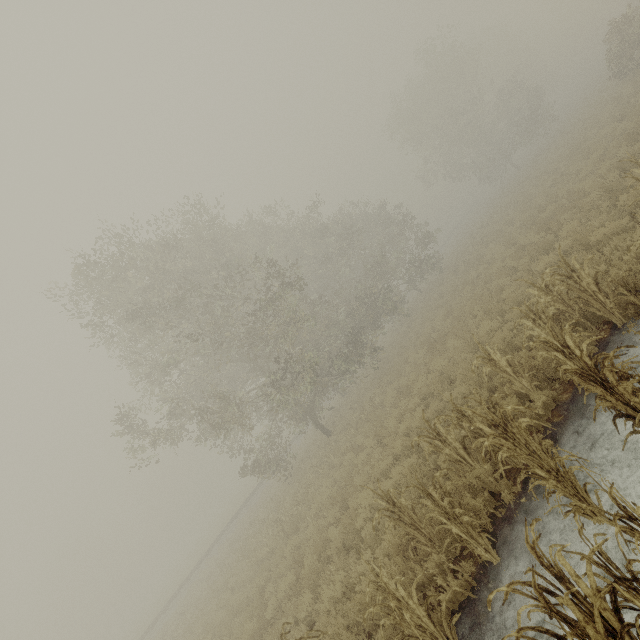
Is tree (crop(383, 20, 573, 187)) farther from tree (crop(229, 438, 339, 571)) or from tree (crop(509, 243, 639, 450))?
tree (crop(229, 438, 339, 571))

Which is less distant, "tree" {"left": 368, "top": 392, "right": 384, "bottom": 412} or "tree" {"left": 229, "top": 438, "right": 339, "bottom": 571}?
"tree" {"left": 229, "top": 438, "right": 339, "bottom": 571}

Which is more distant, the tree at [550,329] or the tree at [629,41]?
the tree at [629,41]

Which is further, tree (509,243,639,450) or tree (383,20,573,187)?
tree (383,20,573,187)

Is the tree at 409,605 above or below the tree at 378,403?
above

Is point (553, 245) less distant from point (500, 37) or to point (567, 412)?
point (567, 412)

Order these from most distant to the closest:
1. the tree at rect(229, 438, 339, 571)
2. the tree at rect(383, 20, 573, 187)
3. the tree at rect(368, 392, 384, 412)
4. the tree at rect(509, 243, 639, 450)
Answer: the tree at rect(383, 20, 573, 187) < the tree at rect(368, 392, 384, 412) < the tree at rect(229, 438, 339, 571) < the tree at rect(509, 243, 639, 450)

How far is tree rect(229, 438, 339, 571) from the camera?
13.6m
